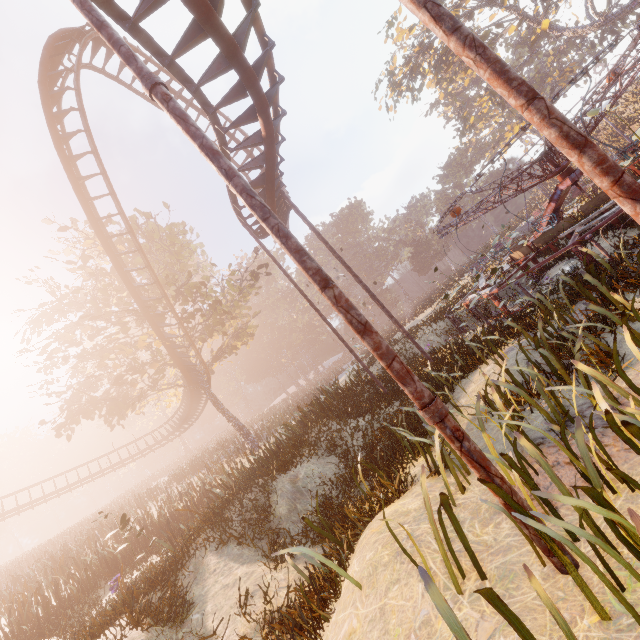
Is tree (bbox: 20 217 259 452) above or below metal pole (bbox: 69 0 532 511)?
above

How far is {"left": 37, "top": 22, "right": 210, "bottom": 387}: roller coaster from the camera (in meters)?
13.94

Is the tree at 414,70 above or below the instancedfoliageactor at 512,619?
above

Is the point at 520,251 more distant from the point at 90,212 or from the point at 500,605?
the point at 90,212

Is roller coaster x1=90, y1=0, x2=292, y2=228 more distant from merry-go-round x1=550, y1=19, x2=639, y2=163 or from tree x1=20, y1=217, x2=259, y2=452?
merry-go-round x1=550, y1=19, x2=639, y2=163

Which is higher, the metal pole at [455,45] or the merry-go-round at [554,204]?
the metal pole at [455,45]

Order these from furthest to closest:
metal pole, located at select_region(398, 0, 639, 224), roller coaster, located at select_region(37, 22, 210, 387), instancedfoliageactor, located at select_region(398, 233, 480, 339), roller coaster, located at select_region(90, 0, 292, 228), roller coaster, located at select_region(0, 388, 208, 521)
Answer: roller coaster, located at select_region(0, 388, 208, 521) → instancedfoliageactor, located at select_region(398, 233, 480, 339) → roller coaster, located at select_region(37, 22, 210, 387) → roller coaster, located at select_region(90, 0, 292, 228) → metal pole, located at select_region(398, 0, 639, 224)

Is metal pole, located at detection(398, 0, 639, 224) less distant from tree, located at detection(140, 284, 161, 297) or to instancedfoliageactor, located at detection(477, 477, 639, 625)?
instancedfoliageactor, located at detection(477, 477, 639, 625)
